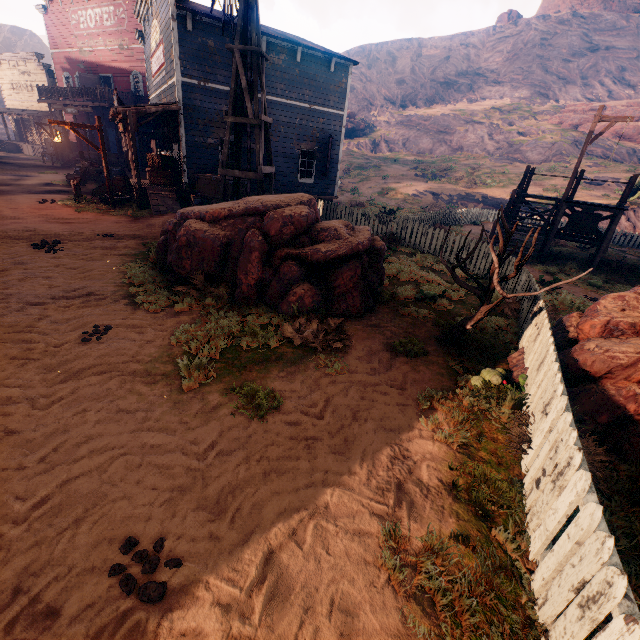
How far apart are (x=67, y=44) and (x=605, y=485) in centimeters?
4369cm

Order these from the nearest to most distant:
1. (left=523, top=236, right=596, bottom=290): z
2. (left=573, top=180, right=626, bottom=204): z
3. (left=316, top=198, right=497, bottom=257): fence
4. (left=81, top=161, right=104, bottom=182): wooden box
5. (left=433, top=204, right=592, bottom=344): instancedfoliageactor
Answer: (left=433, top=204, right=592, bottom=344): instancedfoliageactor < (left=523, top=236, right=596, bottom=290): z < (left=316, top=198, right=497, bottom=257): fence < (left=81, top=161, right=104, bottom=182): wooden box < (left=573, top=180, right=626, bottom=204): z

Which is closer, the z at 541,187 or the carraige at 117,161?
the carraige at 117,161

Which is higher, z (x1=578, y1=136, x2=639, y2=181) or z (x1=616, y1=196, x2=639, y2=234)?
z (x1=578, y1=136, x2=639, y2=181)

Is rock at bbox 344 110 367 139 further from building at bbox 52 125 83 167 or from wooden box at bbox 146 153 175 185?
wooden box at bbox 146 153 175 185

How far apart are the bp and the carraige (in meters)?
8.16

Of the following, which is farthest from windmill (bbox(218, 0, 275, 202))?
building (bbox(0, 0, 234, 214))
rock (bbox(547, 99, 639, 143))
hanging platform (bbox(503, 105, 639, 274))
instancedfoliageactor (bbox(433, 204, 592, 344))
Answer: rock (bbox(547, 99, 639, 143))

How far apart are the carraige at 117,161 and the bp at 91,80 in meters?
8.2 m
